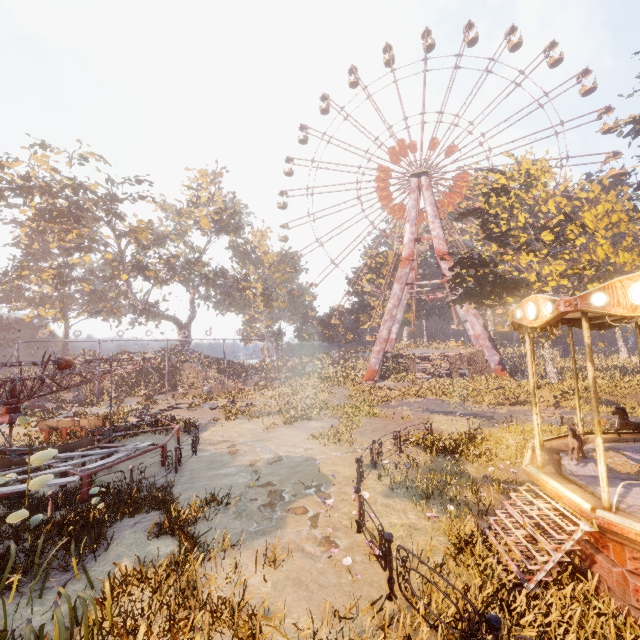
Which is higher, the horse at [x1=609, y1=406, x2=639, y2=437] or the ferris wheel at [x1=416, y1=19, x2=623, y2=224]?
the ferris wheel at [x1=416, y1=19, x2=623, y2=224]

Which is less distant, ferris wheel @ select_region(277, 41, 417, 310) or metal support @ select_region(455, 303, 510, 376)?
metal support @ select_region(455, 303, 510, 376)

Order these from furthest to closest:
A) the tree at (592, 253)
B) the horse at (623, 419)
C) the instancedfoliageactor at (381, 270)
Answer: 1. the instancedfoliageactor at (381, 270)
2. the tree at (592, 253)
3. the horse at (623, 419)

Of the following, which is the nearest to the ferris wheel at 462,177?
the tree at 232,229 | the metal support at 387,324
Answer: the metal support at 387,324

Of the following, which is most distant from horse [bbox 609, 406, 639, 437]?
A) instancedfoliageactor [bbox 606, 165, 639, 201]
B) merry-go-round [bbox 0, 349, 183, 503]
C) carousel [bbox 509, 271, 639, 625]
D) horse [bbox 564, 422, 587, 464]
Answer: merry-go-round [bbox 0, 349, 183, 503]

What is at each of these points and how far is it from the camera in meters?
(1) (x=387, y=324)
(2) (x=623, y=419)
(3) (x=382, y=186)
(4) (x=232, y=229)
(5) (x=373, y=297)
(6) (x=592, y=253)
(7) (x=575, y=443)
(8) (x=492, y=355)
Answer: (1) metal support, 40.1 m
(2) horse, 9.0 m
(3) ferris wheel, 45.3 m
(4) tree, 53.2 m
(5) instancedfoliageactor, 57.9 m
(6) tree, 23.2 m
(7) horse, 7.4 m
(8) metal support, 35.4 m

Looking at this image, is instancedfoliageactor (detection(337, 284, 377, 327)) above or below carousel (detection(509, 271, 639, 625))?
above

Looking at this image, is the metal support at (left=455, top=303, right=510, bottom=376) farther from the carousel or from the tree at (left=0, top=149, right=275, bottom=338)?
the carousel
